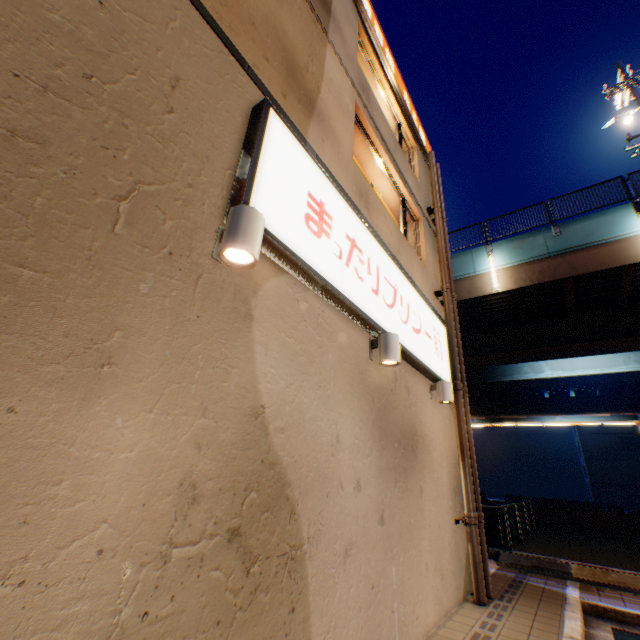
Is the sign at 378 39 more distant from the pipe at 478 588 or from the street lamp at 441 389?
the street lamp at 441 389

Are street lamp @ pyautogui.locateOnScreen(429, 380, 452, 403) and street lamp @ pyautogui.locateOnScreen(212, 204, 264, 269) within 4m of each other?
no

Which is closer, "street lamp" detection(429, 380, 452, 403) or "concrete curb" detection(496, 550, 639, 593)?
"street lamp" detection(429, 380, 452, 403)

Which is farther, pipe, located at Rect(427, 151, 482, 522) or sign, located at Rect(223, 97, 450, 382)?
pipe, located at Rect(427, 151, 482, 522)

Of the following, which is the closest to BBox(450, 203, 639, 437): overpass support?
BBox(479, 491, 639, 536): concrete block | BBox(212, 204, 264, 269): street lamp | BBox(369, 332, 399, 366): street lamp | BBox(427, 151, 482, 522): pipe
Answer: BBox(479, 491, 639, 536): concrete block

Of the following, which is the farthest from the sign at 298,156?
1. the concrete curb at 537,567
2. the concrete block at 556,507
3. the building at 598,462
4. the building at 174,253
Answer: the building at 598,462

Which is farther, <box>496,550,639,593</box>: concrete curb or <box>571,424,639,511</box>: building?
<box>571,424,639,511</box>: building

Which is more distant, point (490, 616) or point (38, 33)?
point (490, 616)
